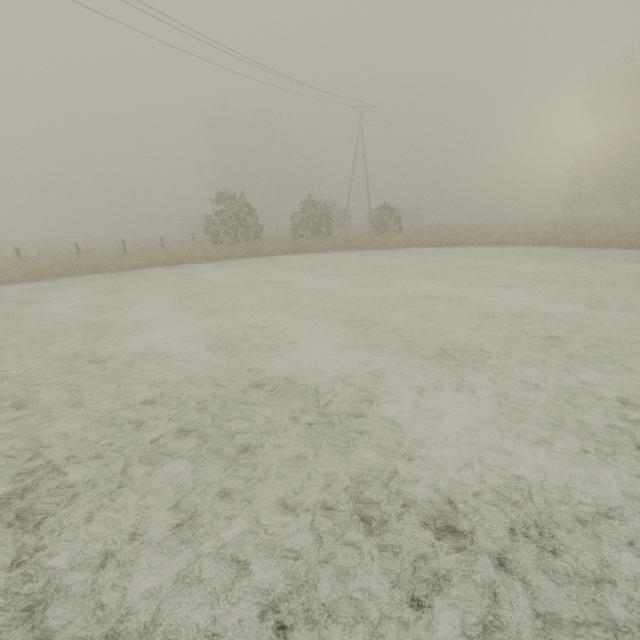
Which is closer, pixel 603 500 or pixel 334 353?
pixel 603 500
